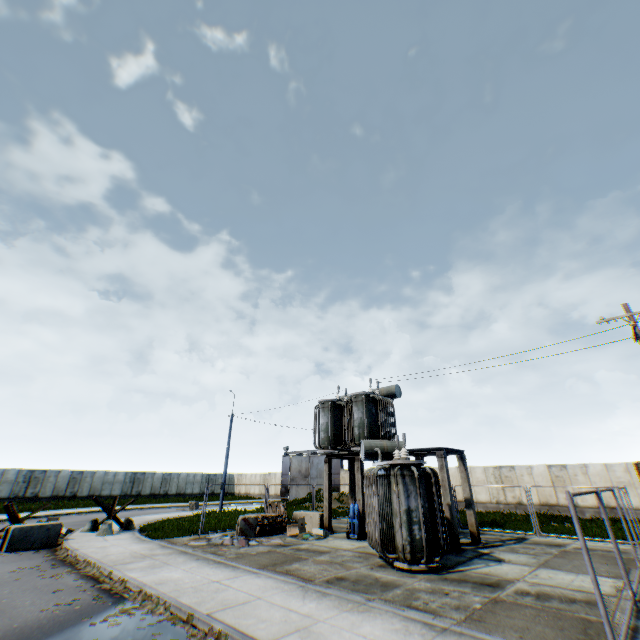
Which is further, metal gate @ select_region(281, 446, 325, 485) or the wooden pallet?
metal gate @ select_region(281, 446, 325, 485)

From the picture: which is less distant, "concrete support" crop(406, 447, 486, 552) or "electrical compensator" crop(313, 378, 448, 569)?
"electrical compensator" crop(313, 378, 448, 569)

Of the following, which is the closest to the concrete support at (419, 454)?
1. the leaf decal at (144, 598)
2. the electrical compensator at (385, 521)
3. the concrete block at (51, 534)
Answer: the electrical compensator at (385, 521)

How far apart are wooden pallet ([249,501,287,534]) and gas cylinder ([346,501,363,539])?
3.49m

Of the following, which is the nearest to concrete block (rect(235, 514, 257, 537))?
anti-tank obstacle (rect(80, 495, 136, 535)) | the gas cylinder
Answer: the gas cylinder

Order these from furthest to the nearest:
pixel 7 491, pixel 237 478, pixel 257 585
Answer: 1. pixel 237 478
2. pixel 7 491
3. pixel 257 585

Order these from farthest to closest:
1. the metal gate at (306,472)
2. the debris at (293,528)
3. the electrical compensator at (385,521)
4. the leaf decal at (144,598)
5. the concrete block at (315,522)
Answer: the metal gate at (306,472)
the concrete block at (315,522)
the debris at (293,528)
the electrical compensator at (385,521)
the leaf decal at (144,598)

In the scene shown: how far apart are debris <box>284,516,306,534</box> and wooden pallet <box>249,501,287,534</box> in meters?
0.6
